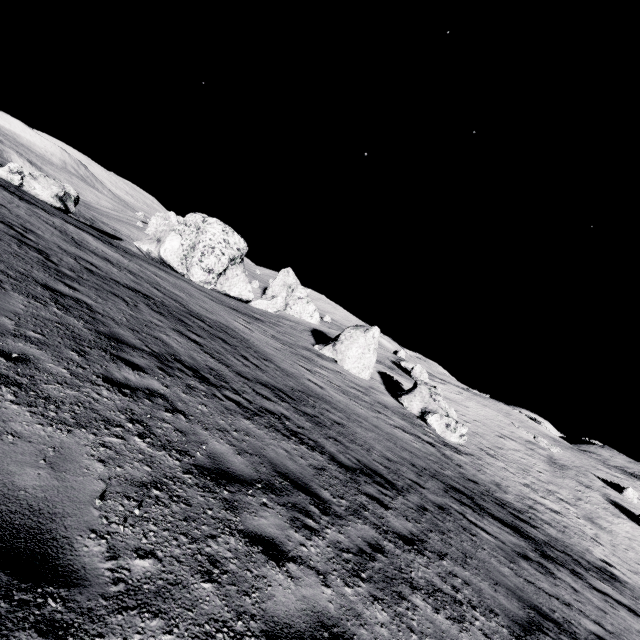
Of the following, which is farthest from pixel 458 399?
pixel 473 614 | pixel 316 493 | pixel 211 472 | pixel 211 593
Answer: pixel 211 593

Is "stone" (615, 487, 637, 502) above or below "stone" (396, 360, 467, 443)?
above

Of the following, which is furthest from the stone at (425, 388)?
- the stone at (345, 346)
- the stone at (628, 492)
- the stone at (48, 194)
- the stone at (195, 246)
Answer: the stone at (48, 194)

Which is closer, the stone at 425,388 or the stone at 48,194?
the stone at 425,388

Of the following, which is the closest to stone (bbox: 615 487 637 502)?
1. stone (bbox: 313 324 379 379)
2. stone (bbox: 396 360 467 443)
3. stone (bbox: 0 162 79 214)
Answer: stone (bbox: 396 360 467 443)

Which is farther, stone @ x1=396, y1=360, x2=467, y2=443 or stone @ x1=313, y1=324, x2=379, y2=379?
stone @ x1=313, y1=324, x2=379, y2=379

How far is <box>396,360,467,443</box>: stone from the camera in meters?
23.0

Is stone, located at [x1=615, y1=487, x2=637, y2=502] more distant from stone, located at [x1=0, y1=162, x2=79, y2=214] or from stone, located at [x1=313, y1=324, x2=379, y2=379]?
stone, located at [x1=0, y1=162, x2=79, y2=214]
